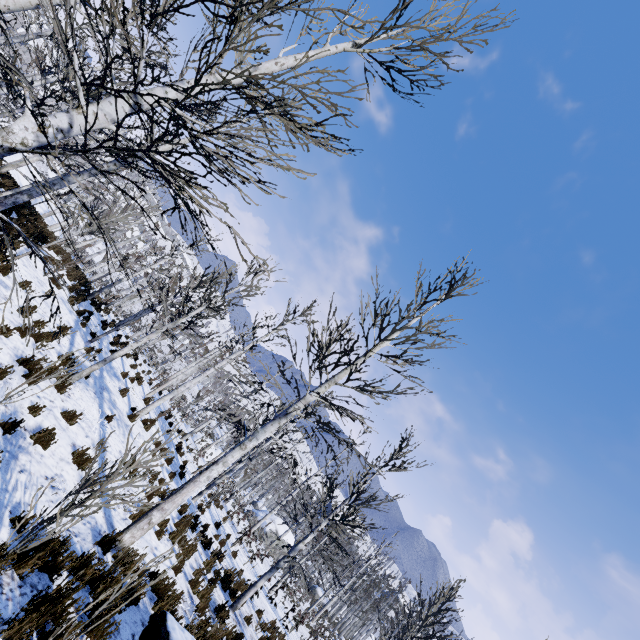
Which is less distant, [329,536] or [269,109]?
[269,109]

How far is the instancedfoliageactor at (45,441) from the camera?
6.0 meters

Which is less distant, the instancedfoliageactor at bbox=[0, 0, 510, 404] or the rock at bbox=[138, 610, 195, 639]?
the instancedfoliageactor at bbox=[0, 0, 510, 404]

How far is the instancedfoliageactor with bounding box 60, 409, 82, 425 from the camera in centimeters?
750cm

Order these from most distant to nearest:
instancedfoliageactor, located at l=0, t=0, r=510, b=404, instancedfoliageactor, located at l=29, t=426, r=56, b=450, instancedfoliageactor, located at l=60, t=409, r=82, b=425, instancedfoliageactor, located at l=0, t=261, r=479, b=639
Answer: instancedfoliageactor, located at l=60, t=409, r=82, b=425
instancedfoliageactor, located at l=29, t=426, r=56, b=450
instancedfoliageactor, located at l=0, t=261, r=479, b=639
instancedfoliageactor, located at l=0, t=0, r=510, b=404
